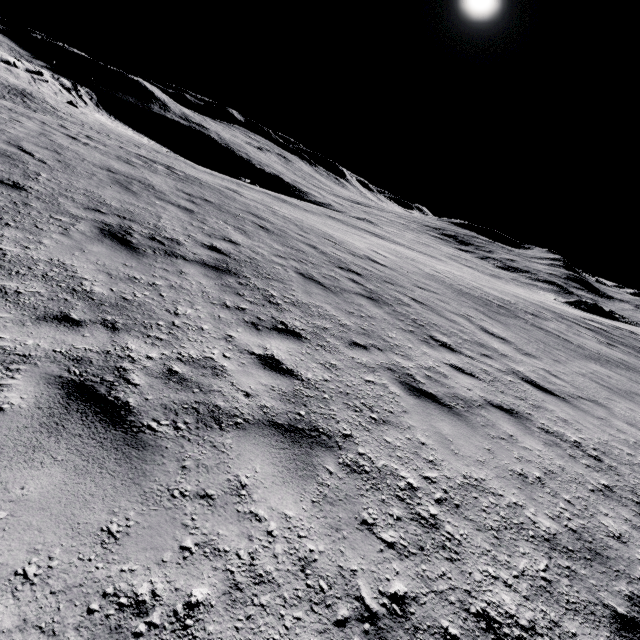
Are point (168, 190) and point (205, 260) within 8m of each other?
yes
